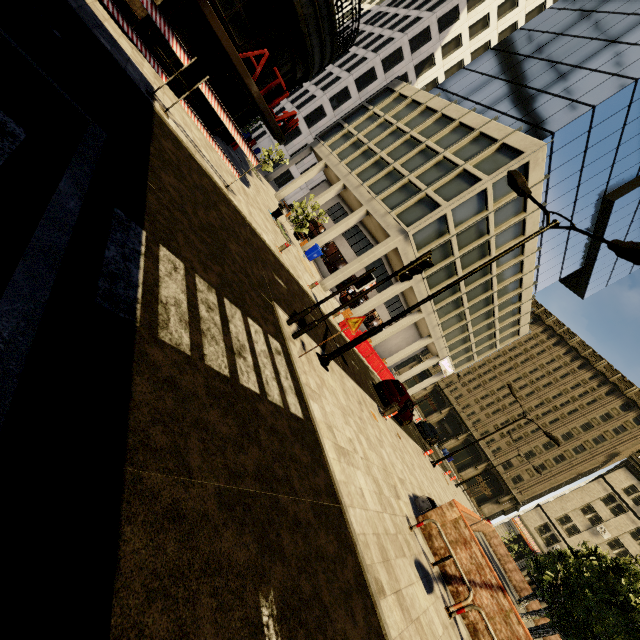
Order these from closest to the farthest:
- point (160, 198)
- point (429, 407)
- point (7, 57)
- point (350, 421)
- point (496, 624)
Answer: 1. point (7, 57)
2. point (160, 198)
3. point (496, 624)
4. point (350, 421)
5. point (429, 407)

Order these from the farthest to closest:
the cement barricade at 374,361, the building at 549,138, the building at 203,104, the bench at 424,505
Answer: the building at 549,138 < the cement barricade at 374,361 < the building at 203,104 < the bench at 424,505

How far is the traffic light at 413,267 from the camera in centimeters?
752cm

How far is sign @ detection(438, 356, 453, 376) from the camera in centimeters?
3688cm

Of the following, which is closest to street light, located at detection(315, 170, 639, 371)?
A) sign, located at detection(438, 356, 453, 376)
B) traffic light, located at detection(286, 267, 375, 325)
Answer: traffic light, located at detection(286, 267, 375, 325)

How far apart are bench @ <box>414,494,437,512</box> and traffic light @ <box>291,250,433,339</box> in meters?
7.0

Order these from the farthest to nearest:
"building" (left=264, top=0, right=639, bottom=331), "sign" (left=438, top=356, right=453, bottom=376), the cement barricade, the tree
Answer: "sign" (left=438, top=356, right=453, bottom=376) → "building" (left=264, top=0, right=639, bottom=331) → the cement barricade → the tree

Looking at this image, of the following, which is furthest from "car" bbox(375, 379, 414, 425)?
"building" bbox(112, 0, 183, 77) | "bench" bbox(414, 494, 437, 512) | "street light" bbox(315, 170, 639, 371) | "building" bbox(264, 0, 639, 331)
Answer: "building" bbox(112, 0, 183, 77)
